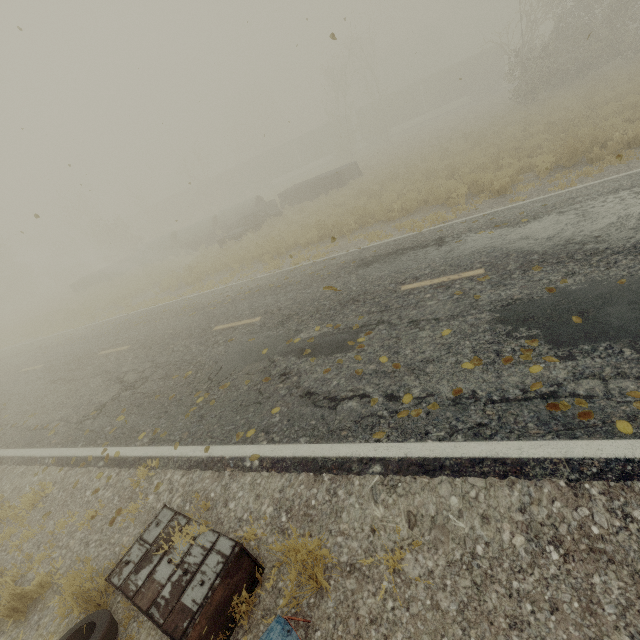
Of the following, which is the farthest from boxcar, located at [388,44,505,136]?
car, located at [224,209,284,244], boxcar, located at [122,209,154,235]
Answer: boxcar, located at [122,209,154,235]

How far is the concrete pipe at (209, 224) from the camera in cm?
2452

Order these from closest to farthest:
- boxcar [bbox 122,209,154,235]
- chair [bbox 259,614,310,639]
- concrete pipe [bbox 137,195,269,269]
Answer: chair [bbox 259,614,310,639] → concrete pipe [bbox 137,195,269,269] → boxcar [bbox 122,209,154,235]

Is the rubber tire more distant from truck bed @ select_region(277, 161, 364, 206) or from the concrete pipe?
the concrete pipe

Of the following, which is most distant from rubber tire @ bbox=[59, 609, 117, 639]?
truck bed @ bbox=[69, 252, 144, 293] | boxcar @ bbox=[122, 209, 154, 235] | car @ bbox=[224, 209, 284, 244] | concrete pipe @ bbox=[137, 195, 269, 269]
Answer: boxcar @ bbox=[122, 209, 154, 235]

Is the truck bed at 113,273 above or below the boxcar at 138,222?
below

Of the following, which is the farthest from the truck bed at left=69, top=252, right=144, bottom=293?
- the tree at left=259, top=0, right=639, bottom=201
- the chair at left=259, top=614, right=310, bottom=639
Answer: the chair at left=259, top=614, right=310, bottom=639

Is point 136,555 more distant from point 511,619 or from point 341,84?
point 341,84
